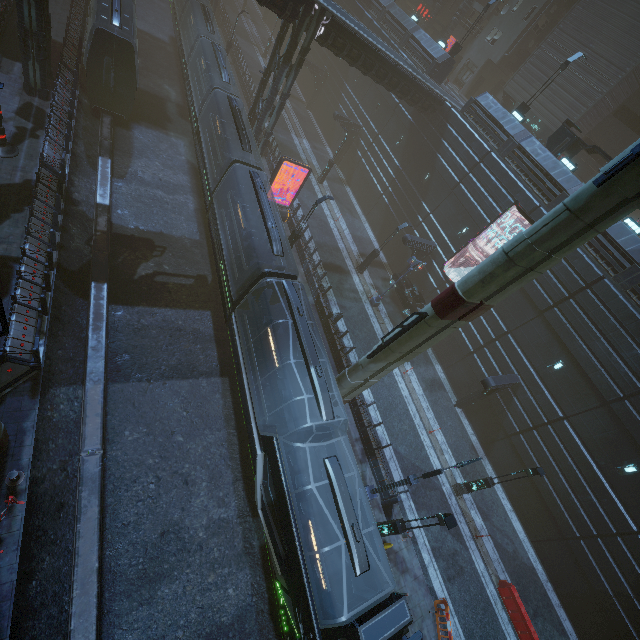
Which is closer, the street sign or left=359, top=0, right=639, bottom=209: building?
the street sign

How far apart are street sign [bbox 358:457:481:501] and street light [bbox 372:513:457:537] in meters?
0.8

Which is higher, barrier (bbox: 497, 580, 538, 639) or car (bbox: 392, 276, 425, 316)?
car (bbox: 392, 276, 425, 316)

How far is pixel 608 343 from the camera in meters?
17.8

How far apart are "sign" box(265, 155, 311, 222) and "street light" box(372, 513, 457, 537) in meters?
20.9 m

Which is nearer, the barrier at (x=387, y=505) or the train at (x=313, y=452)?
the train at (x=313, y=452)

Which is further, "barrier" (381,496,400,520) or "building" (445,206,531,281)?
"building" (445,206,531,281)

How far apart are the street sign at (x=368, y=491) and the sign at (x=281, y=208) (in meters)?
19.36
